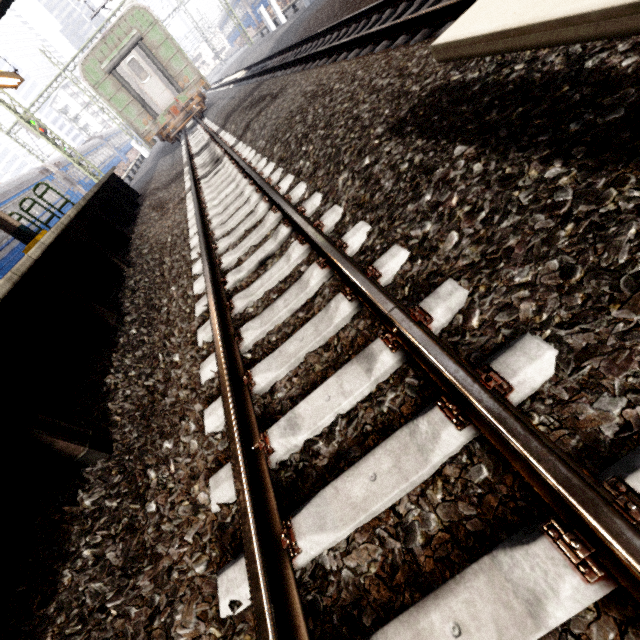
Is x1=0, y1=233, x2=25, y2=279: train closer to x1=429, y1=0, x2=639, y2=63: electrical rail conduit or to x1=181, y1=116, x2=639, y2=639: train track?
x1=181, y1=116, x2=639, y2=639: train track

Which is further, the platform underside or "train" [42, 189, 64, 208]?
"train" [42, 189, 64, 208]

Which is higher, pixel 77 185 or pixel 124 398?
pixel 77 185

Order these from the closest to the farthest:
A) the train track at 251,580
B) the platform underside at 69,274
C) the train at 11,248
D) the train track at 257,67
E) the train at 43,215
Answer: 1. the train track at 251,580
2. the platform underside at 69,274
3. the train track at 257,67
4. the train at 11,248
5. the train at 43,215

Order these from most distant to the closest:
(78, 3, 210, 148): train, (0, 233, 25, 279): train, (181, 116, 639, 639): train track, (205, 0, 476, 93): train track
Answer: (78, 3, 210, 148): train → (0, 233, 25, 279): train → (205, 0, 476, 93): train track → (181, 116, 639, 639): train track

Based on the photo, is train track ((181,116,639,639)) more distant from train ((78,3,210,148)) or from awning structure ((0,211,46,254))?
awning structure ((0,211,46,254))

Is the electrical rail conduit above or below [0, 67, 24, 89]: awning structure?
below

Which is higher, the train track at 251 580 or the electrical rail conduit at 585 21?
the electrical rail conduit at 585 21
